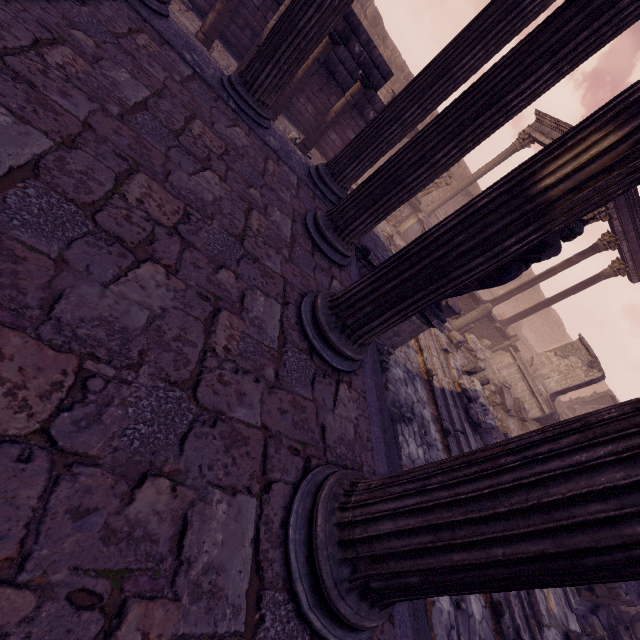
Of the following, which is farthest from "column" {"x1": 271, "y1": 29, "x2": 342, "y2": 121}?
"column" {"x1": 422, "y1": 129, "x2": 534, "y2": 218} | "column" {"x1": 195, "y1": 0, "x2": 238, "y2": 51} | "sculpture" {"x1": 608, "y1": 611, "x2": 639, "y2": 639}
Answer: "sculpture" {"x1": 608, "y1": 611, "x2": 639, "y2": 639}

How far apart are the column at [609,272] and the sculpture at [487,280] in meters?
12.4 m

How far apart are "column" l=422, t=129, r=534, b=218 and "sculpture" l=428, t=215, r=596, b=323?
12.7 meters

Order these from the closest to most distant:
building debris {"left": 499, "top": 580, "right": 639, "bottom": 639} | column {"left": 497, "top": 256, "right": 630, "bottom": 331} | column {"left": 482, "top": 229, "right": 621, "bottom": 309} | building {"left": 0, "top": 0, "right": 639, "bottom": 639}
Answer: building {"left": 0, "top": 0, "right": 639, "bottom": 639} < building debris {"left": 499, "top": 580, "right": 639, "bottom": 639} < column {"left": 482, "top": 229, "right": 621, "bottom": 309} < column {"left": 497, "top": 256, "right": 630, "bottom": 331}

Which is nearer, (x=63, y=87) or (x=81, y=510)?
(x=81, y=510)

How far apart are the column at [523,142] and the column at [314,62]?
11.05m

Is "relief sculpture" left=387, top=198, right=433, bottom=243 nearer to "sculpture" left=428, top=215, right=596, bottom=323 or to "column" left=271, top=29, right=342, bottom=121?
"sculpture" left=428, top=215, right=596, bottom=323

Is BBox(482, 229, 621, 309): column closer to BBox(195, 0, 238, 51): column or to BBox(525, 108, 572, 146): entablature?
BBox(525, 108, 572, 146): entablature
